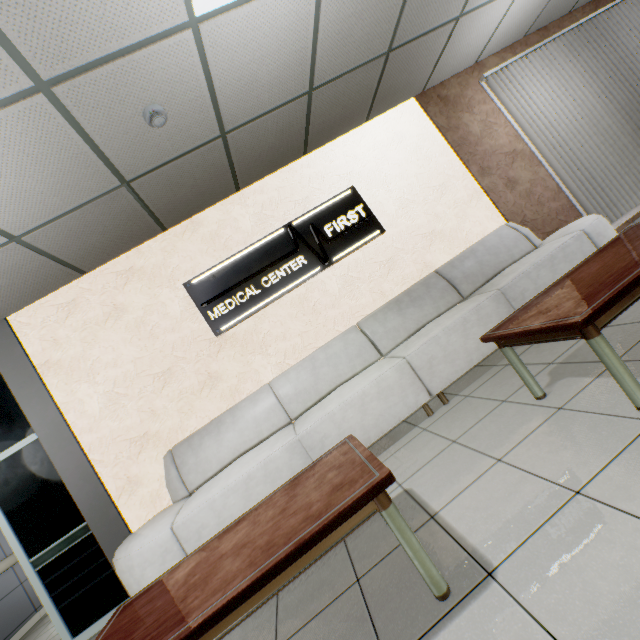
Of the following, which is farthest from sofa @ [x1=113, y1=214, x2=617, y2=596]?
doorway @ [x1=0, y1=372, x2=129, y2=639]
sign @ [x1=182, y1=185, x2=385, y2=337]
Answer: sign @ [x1=182, y1=185, x2=385, y2=337]

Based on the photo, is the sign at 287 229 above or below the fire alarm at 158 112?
below

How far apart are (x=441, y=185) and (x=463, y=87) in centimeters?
164cm

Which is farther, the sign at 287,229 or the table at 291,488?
the sign at 287,229

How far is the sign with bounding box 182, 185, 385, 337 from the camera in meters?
3.7

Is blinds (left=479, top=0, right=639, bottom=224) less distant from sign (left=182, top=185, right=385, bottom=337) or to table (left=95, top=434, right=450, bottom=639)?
sign (left=182, top=185, right=385, bottom=337)

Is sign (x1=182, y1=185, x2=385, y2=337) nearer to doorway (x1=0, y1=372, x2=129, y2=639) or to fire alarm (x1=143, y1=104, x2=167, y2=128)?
fire alarm (x1=143, y1=104, x2=167, y2=128)

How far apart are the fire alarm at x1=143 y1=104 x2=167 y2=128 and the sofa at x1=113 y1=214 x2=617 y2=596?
2.5m
